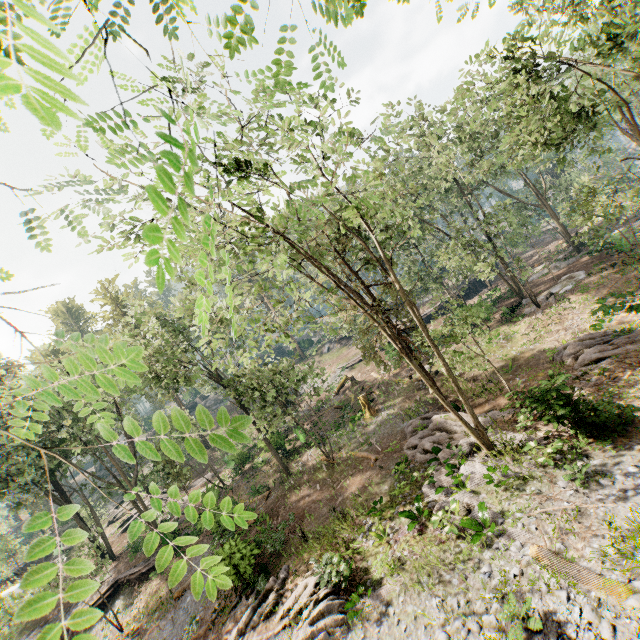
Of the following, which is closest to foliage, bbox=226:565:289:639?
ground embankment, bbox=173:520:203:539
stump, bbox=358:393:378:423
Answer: ground embankment, bbox=173:520:203:539

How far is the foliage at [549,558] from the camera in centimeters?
834cm

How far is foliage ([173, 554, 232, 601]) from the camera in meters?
0.9

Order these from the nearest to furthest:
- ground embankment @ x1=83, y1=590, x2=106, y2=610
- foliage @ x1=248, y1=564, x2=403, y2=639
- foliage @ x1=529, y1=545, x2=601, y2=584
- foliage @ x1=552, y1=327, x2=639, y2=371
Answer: foliage @ x1=529, y1=545, x2=601, y2=584 < foliage @ x1=248, y1=564, x2=403, y2=639 < foliage @ x1=552, y1=327, x2=639, y2=371 < ground embankment @ x1=83, y1=590, x2=106, y2=610

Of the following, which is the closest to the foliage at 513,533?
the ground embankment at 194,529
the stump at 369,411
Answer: the ground embankment at 194,529

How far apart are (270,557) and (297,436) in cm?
1101

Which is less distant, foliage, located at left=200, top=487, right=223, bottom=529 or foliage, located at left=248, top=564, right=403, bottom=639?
foliage, located at left=200, top=487, right=223, bottom=529
